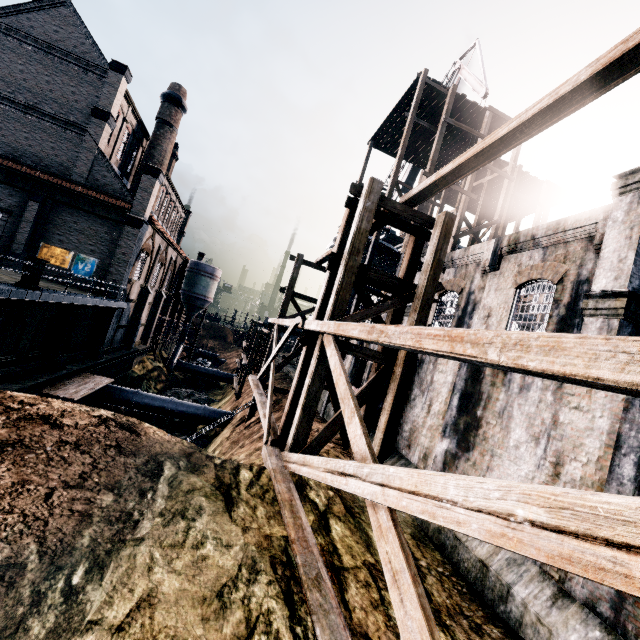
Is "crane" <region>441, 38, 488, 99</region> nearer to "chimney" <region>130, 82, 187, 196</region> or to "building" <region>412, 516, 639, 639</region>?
"building" <region>412, 516, 639, 639</region>

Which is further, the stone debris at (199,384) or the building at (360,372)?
the stone debris at (199,384)

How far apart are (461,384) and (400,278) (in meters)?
4.70

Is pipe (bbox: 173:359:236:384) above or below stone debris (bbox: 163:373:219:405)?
above

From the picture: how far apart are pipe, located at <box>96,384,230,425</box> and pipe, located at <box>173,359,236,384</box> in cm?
1844

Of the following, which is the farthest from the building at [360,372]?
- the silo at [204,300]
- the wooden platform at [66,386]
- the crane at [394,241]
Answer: the wooden platform at [66,386]

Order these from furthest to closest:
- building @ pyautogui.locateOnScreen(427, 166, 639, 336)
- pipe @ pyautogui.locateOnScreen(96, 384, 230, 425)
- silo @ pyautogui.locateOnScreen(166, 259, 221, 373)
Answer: silo @ pyautogui.locateOnScreen(166, 259, 221, 373) → pipe @ pyautogui.locateOnScreen(96, 384, 230, 425) → building @ pyautogui.locateOnScreen(427, 166, 639, 336)

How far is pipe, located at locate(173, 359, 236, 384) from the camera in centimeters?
4759cm
